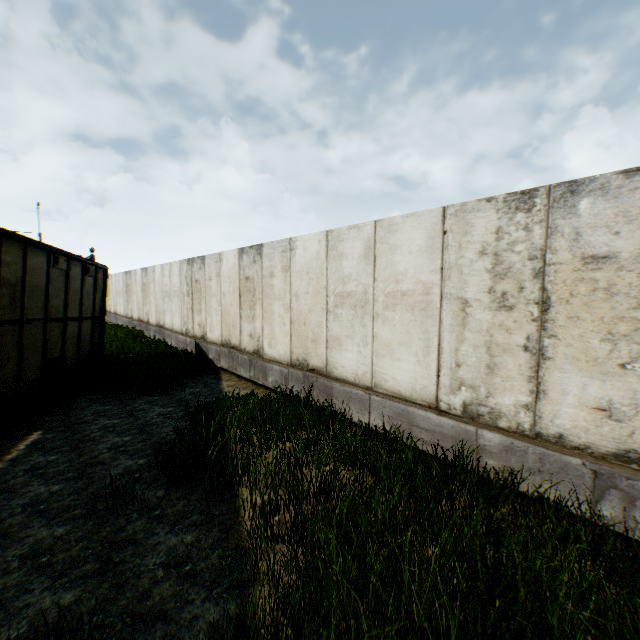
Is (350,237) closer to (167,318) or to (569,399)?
(569,399)
